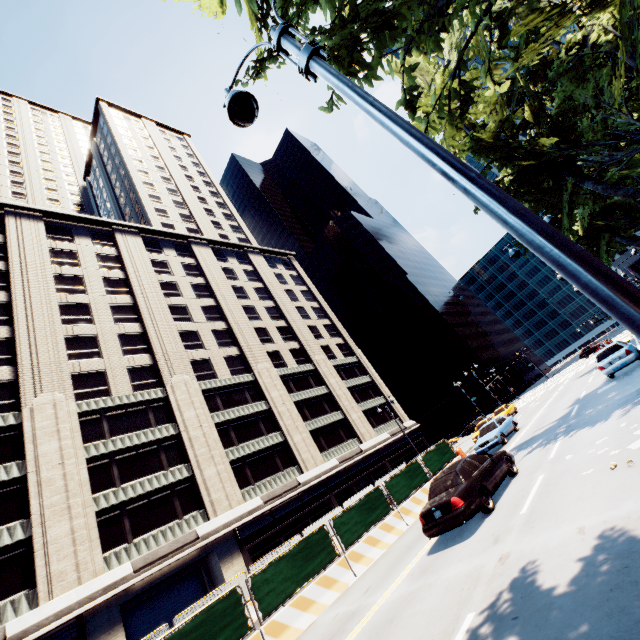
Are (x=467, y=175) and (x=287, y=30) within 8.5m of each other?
yes

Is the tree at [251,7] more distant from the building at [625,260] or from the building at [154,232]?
the building at [625,260]

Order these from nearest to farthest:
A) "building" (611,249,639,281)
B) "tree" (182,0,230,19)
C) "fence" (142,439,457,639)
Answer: "fence" (142,439,457,639) < "tree" (182,0,230,19) < "building" (611,249,639,281)

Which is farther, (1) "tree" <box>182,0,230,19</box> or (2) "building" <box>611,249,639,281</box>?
(2) "building" <box>611,249,639,281</box>

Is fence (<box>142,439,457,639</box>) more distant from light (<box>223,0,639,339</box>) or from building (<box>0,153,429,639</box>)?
light (<box>223,0,639,339</box>)

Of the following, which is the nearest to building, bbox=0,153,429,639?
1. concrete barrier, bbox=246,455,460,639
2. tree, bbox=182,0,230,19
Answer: concrete barrier, bbox=246,455,460,639

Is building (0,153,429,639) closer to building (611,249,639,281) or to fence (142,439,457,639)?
fence (142,439,457,639)

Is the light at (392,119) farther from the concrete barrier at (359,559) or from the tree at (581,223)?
the concrete barrier at (359,559)
